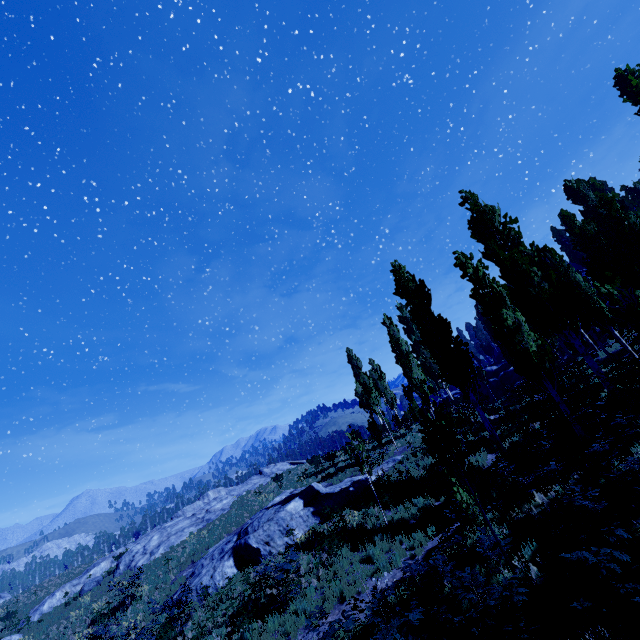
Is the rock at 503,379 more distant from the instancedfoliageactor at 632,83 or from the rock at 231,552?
the rock at 231,552

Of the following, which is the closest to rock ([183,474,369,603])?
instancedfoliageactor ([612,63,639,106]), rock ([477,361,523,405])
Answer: instancedfoliageactor ([612,63,639,106])

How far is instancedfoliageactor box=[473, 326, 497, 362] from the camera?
55.19m

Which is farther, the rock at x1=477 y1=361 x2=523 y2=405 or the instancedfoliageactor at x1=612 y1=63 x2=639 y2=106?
the rock at x1=477 y1=361 x2=523 y2=405

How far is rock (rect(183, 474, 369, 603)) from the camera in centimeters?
1684cm

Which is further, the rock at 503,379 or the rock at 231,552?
the rock at 503,379

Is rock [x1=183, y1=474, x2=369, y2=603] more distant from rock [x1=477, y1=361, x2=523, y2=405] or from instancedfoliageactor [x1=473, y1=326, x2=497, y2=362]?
rock [x1=477, y1=361, x2=523, y2=405]

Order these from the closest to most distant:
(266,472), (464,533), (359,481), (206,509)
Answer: (464,533)
(359,481)
(206,509)
(266,472)
